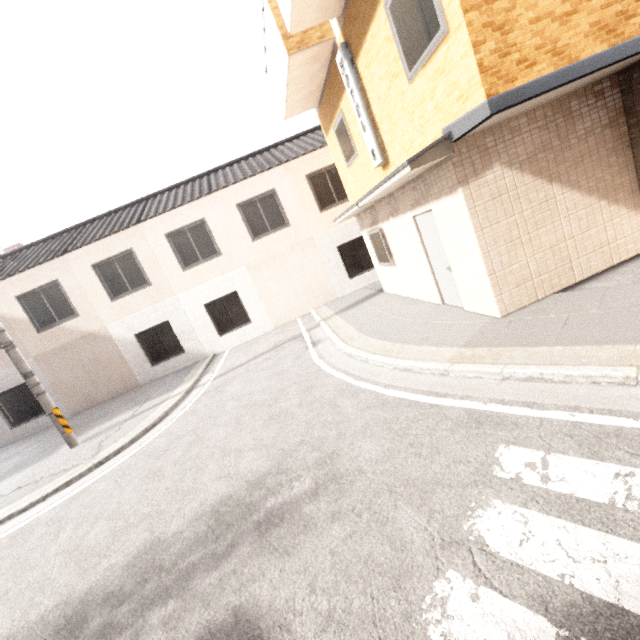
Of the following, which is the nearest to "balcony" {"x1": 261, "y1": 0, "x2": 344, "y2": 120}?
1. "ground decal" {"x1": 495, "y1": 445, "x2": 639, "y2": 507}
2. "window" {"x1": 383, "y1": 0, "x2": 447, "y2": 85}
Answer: "window" {"x1": 383, "y1": 0, "x2": 447, "y2": 85}

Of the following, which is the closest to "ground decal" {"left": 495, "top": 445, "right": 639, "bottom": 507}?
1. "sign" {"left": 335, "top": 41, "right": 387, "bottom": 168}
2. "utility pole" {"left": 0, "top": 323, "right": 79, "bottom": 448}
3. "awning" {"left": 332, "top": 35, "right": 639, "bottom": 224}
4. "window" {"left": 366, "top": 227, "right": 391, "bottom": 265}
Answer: "awning" {"left": 332, "top": 35, "right": 639, "bottom": 224}

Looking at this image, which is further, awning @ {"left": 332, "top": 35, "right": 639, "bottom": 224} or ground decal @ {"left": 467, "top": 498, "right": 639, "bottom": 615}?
awning @ {"left": 332, "top": 35, "right": 639, "bottom": 224}

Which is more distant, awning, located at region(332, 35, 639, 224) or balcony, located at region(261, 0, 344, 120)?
balcony, located at region(261, 0, 344, 120)

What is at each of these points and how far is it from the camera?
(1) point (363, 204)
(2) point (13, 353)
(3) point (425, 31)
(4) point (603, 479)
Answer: (1) awning, 7.2m
(2) utility pole, 8.1m
(3) window, 4.3m
(4) ground decal, 2.4m

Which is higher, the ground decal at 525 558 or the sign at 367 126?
the sign at 367 126

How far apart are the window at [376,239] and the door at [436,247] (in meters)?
1.83

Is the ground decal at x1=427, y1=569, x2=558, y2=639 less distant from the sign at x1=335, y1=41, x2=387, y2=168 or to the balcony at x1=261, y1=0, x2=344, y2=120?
the sign at x1=335, y1=41, x2=387, y2=168
